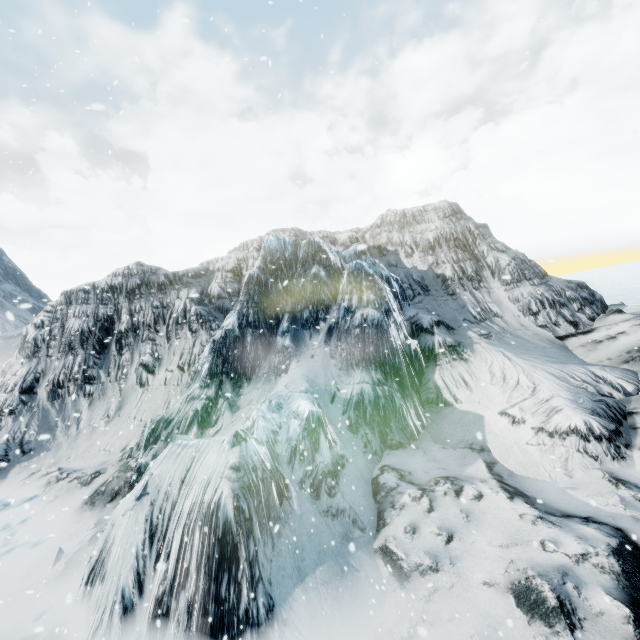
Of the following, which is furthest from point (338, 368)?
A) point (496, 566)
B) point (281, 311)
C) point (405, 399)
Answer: point (496, 566)
